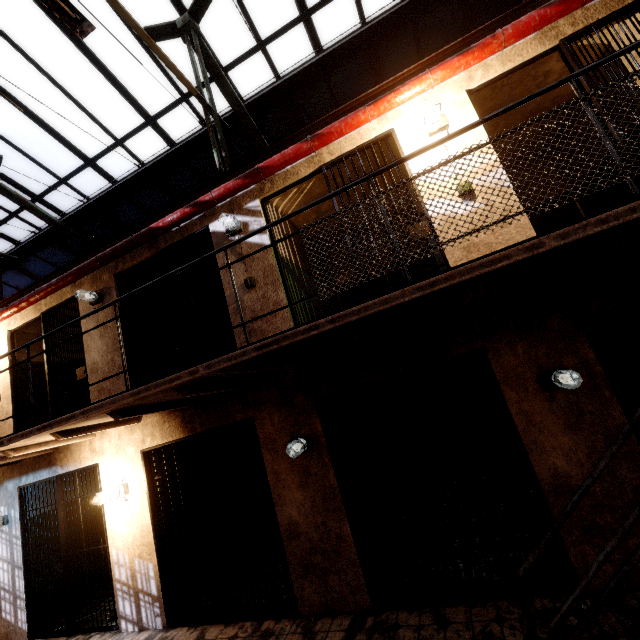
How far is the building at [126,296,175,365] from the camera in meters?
5.7 m

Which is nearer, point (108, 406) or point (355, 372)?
point (108, 406)

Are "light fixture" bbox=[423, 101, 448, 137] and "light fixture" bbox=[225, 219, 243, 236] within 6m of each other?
yes

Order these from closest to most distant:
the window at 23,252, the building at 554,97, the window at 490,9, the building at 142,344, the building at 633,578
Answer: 1. the building at 633,578
2. the building at 554,97
3. the building at 142,344
4. the window at 490,9
5. the window at 23,252

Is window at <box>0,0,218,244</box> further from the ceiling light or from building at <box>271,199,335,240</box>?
Answer: the ceiling light

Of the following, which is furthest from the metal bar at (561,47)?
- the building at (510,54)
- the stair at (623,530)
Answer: the stair at (623,530)

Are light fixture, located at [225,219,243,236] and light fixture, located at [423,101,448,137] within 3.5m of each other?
yes

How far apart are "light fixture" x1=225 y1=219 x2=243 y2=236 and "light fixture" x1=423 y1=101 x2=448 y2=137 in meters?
2.7 m
